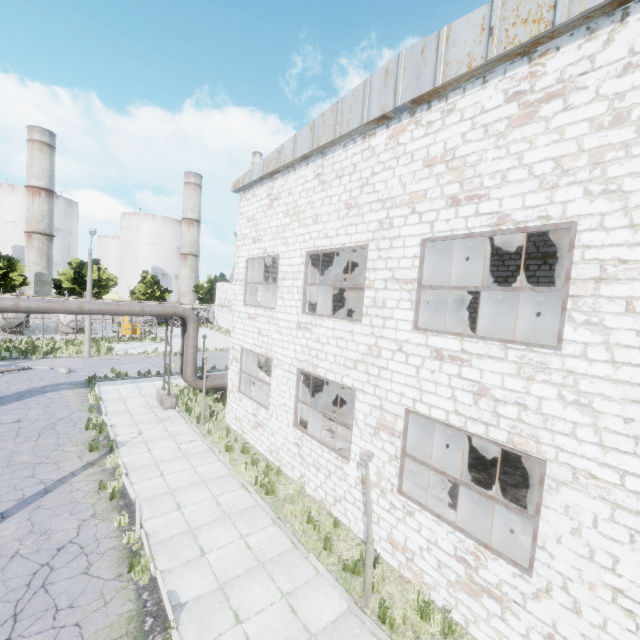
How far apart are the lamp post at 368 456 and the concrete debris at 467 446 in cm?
793

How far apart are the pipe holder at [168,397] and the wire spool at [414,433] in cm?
1143

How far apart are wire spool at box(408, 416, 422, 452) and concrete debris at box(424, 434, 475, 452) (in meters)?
1.21

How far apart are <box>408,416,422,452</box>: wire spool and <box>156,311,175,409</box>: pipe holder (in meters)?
11.43

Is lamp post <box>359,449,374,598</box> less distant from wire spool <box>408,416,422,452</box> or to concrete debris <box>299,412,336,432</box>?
wire spool <box>408,416,422,452</box>

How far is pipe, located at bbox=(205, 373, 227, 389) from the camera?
Result: 18.0 meters

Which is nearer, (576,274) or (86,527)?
(576,274)

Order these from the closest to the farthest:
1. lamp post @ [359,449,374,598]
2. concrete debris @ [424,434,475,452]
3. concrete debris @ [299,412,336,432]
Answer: lamp post @ [359,449,374,598] → concrete debris @ [424,434,475,452] → concrete debris @ [299,412,336,432]
